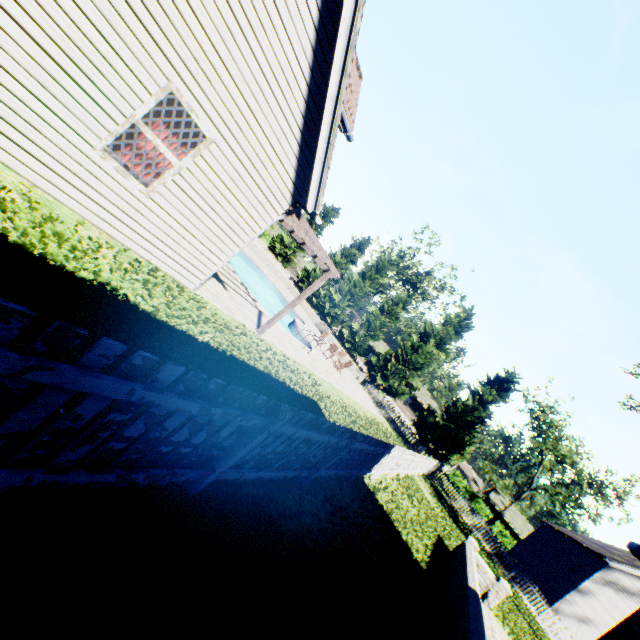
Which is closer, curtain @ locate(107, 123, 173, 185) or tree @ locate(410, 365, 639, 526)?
curtain @ locate(107, 123, 173, 185)

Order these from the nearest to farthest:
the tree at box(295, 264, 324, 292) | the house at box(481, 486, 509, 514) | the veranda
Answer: the veranda < the tree at box(295, 264, 324, 292) < the house at box(481, 486, 509, 514)

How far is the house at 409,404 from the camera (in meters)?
50.16

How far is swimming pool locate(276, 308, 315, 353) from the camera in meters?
16.0 m

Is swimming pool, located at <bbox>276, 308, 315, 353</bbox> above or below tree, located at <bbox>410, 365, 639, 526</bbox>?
below

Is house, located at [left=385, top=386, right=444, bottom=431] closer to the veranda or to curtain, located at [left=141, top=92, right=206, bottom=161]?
the veranda

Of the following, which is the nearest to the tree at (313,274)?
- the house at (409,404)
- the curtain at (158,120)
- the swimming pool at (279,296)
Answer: the house at (409,404)

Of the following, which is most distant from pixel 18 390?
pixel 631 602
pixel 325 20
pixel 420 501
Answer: pixel 631 602
